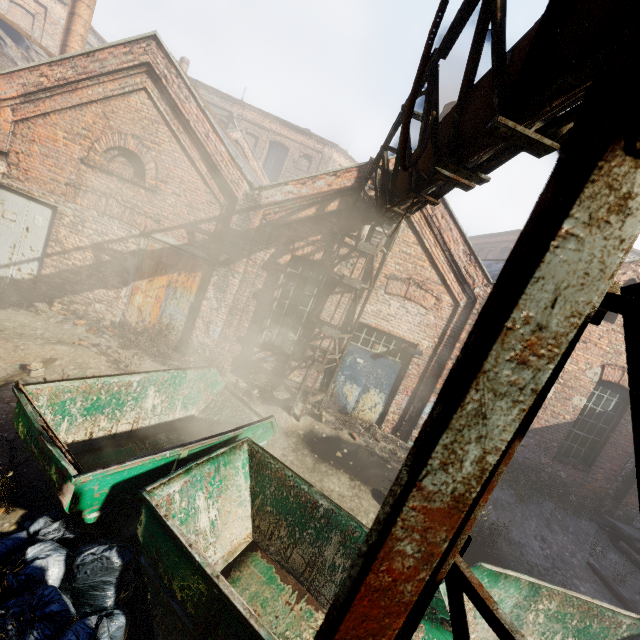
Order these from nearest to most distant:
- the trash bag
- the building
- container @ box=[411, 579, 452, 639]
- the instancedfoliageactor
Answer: the trash bag < container @ box=[411, 579, 452, 639] < the instancedfoliageactor < the building

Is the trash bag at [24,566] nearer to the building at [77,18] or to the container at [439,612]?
the container at [439,612]

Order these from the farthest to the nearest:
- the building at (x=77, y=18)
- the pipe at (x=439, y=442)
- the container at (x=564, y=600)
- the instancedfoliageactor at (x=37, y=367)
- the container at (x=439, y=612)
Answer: the building at (x=77, y=18), the instancedfoliageactor at (x=37, y=367), the container at (x=564, y=600), the container at (x=439, y=612), the pipe at (x=439, y=442)

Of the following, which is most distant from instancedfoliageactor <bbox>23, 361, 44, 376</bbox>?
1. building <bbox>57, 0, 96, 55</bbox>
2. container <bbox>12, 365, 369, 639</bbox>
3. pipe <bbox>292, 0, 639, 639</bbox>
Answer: building <bbox>57, 0, 96, 55</bbox>

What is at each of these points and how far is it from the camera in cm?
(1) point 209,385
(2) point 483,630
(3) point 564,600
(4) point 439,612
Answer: (1) container, 652
(2) container, 445
(3) container, 448
(4) container, 361

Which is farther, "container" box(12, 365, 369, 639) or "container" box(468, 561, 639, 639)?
"container" box(468, 561, 639, 639)

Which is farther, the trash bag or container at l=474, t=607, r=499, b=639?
container at l=474, t=607, r=499, b=639

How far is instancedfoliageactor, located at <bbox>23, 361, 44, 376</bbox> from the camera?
6.2m
